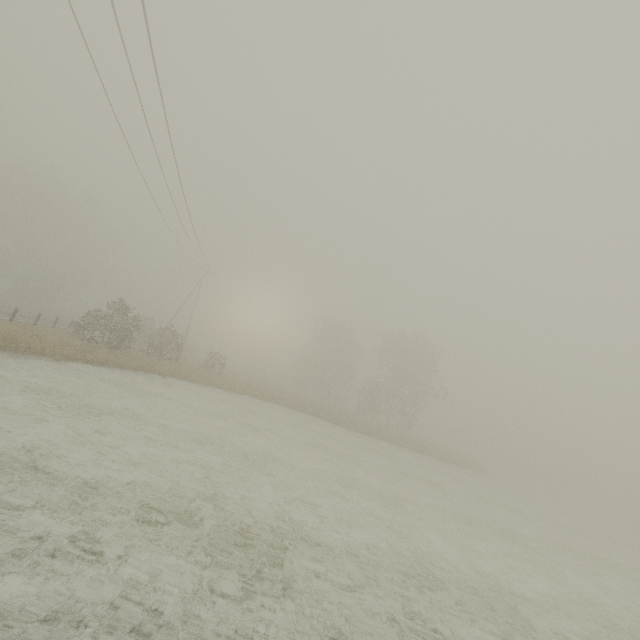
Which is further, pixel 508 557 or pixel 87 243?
pixel 87 243
